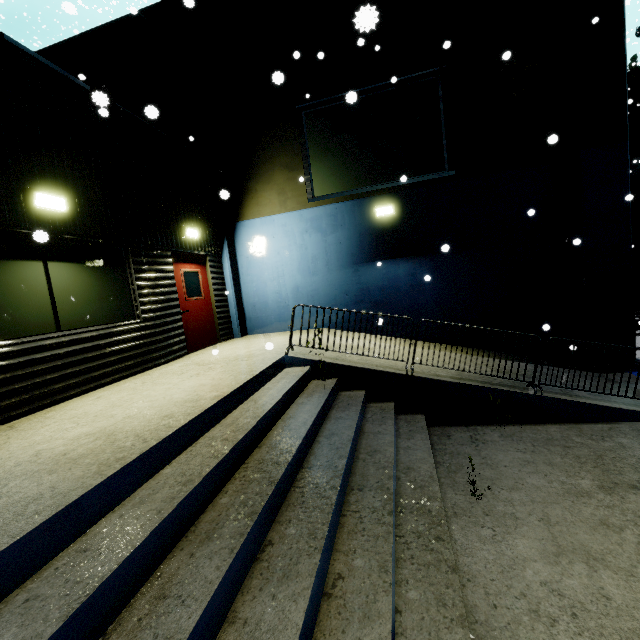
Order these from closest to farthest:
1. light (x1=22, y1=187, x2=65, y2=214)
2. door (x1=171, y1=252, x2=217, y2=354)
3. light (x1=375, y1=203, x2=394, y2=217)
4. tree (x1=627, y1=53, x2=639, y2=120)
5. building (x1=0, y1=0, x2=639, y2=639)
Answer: building (x1=0, y1=0, x2=639, y2=639)
light (x1=22, y1=187, x2=65, y2=214)
door (x1=171, y1=252, x2=217, y2=354)
light (x1=375, y1=203, x2=394, y2=217)
tree (x1=627, y1=53, x2=639, y2=120)

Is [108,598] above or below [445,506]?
above

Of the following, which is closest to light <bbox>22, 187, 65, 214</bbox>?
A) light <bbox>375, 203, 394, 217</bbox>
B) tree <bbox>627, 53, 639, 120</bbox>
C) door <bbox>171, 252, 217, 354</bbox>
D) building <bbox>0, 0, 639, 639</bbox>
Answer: building <bbox>0, 0, 639, 639</bbox>

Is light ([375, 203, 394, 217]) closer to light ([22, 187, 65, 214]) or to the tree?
light ([22, 187, 65, 214])

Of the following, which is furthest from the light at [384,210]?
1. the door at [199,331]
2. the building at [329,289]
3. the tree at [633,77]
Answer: the tree at [633,77]

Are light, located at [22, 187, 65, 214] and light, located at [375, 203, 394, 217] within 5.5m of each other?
no

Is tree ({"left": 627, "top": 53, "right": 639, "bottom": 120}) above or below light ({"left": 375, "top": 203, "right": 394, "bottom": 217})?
above

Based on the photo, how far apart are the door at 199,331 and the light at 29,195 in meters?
2.5 m
